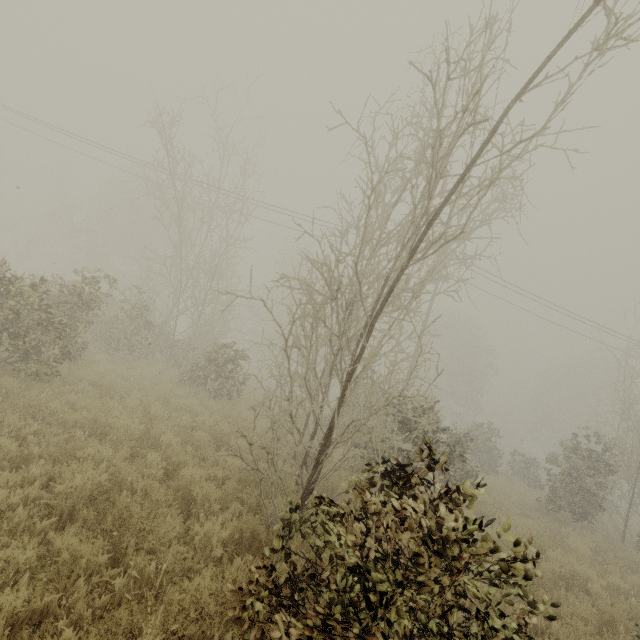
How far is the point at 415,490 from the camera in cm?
302
